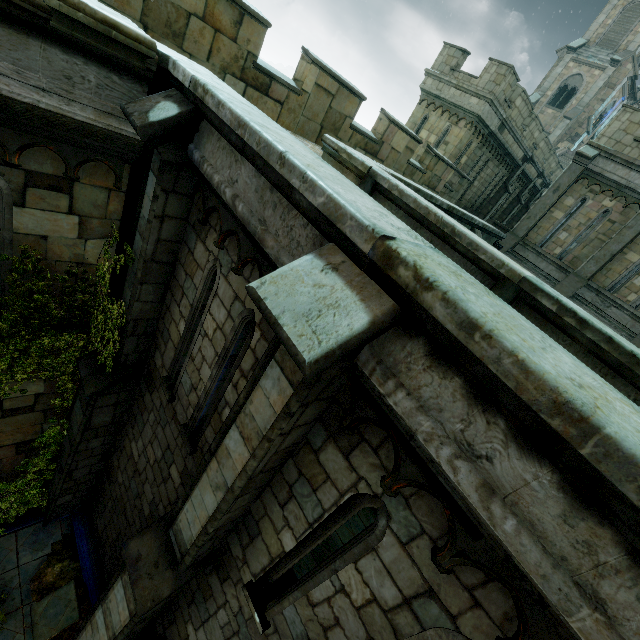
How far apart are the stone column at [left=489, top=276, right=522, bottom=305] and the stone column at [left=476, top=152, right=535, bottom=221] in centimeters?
2083cm

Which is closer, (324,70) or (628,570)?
(628,570)

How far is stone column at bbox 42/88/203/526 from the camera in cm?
368

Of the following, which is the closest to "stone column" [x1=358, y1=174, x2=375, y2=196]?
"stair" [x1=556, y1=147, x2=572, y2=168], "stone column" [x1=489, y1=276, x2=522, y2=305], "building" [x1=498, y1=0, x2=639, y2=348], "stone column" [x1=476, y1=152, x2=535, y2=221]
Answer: "stone column" [x1=489, y1=276, x2=522, y2=305]

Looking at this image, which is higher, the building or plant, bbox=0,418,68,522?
the building

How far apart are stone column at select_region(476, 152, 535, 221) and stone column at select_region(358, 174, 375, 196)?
19.9 meters

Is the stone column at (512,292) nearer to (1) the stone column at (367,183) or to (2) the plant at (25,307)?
(1) the stone column at (367,183)

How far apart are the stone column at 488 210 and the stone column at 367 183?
19.9 meters
